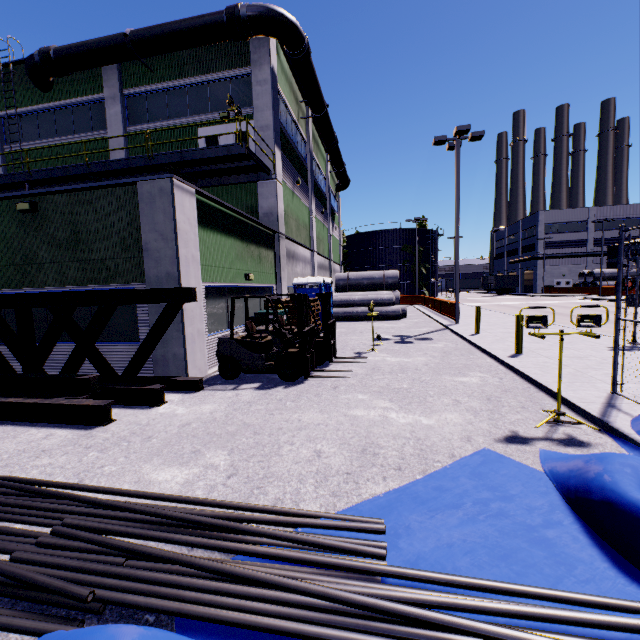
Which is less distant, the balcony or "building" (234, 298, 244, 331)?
"building" (234, 298, 244, 331)

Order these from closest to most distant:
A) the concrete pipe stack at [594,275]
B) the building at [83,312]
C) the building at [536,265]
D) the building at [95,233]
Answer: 1. the building at [95,233]
2. the building at [83,312]
3. the concrete pipe stack at [594,275]
4. the building at [536,265]

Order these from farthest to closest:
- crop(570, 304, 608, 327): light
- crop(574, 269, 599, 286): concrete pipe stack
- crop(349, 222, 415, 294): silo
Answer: crop(349, 222, 415, 294): silo
crop(574, 269, 599, 286): concrete pipe stack
crop(570, 304, 608, 327): light

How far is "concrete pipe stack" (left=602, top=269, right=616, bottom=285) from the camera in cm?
4628

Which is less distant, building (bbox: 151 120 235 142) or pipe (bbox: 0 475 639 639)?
pipe (bbox: 0 475 639 639)

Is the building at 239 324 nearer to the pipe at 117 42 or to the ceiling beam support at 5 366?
the pipe at 117 42

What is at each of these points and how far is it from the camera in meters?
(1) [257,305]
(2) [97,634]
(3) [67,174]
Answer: (1) building, 13.5 m
(2) tarp, 1.7 m
(3) balcony, 13.7 m

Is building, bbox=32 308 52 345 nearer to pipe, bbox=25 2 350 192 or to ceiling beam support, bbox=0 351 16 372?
pipe, bbox=25 2 350 192
